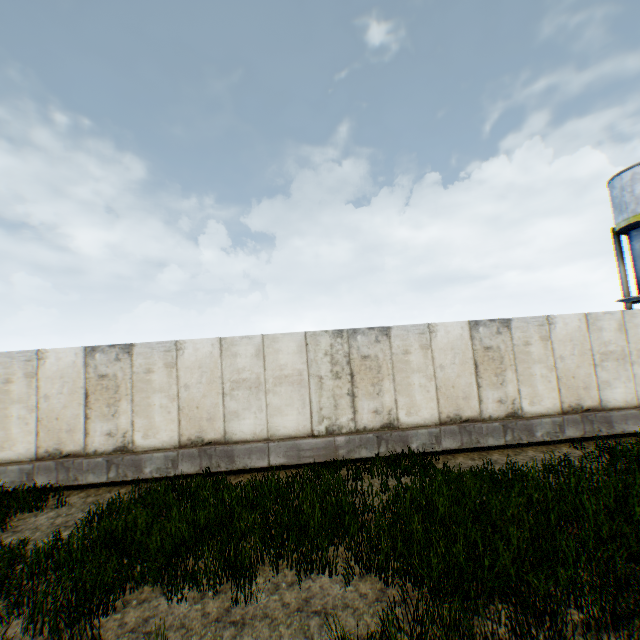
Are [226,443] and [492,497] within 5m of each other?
no
